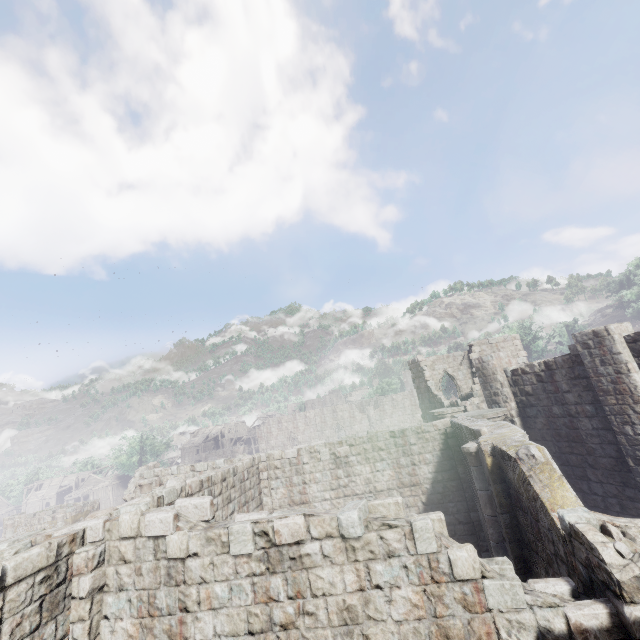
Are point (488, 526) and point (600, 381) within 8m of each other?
yes

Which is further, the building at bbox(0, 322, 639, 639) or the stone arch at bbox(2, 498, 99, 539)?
the stone arch at bbox(2, 498, 99, 539)

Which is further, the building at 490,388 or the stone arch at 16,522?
the stone arch at 16,522
